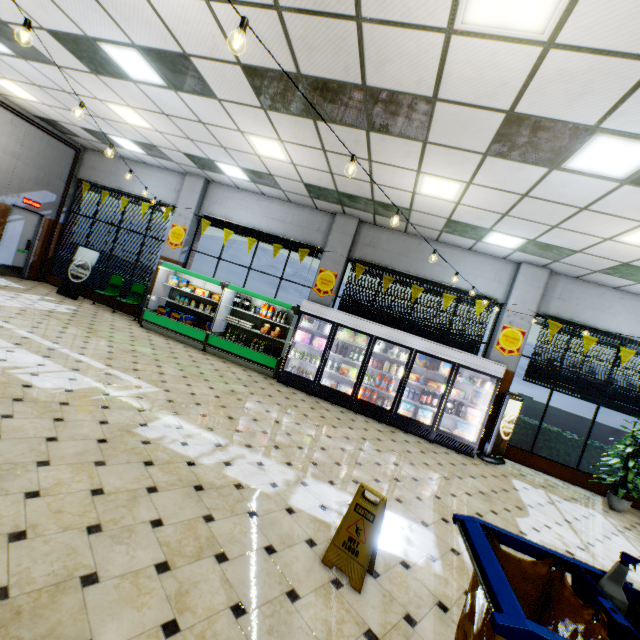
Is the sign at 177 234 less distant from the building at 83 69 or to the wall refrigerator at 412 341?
the building at 83 69

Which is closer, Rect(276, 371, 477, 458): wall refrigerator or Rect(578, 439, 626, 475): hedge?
Rect(276, 371, 477, 458): wall refrigerator

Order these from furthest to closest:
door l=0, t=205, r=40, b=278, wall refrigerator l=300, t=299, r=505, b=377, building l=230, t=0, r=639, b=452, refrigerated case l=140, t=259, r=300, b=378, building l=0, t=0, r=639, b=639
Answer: door l=0, t=205, r=40, b=278
refrigerated case l=140, t=259, r=300, b=378
wall refrigerator l=300, t=299, r=505, b=377
building l=230, t=0, r=639, b=452
building l=0, t=0, r=639, b=639

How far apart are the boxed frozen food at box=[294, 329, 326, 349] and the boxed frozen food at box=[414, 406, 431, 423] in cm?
321

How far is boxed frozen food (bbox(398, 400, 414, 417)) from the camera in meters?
7.9

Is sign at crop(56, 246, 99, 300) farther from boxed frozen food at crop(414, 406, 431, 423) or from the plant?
the plant

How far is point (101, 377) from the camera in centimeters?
516cm

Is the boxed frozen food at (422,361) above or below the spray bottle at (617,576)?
above
